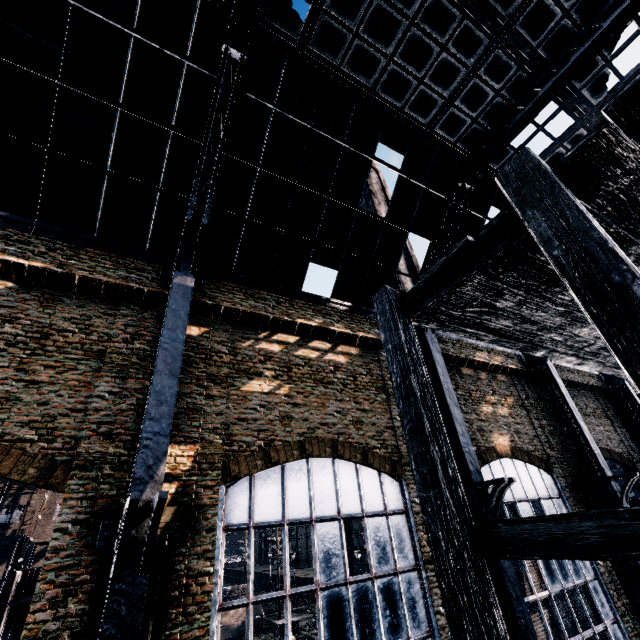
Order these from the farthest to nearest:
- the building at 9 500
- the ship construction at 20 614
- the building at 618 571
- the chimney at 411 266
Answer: the building at 9 500 < the chimney at 411 266 < the ship construction at 20 614 < the building at 618 571

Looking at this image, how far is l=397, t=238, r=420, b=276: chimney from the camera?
30.38m

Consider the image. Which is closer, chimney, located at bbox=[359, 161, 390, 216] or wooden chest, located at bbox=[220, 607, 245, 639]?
wooden chest, located at bbox=[220, 607, 245, 639]

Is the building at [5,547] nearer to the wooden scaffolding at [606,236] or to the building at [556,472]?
the building at [556,472]

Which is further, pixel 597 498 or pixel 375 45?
pixel 597 498

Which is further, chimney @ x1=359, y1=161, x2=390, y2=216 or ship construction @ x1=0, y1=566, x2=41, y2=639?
chimney @ x1=359, y1=161, x2=390, y2=216

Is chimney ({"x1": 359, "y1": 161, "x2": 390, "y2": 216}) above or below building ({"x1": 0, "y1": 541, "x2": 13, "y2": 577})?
above
